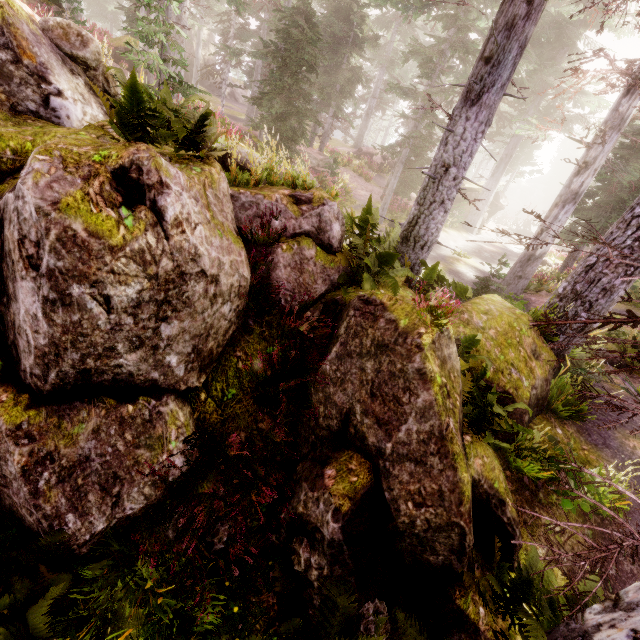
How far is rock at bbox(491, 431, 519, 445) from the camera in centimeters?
596cm

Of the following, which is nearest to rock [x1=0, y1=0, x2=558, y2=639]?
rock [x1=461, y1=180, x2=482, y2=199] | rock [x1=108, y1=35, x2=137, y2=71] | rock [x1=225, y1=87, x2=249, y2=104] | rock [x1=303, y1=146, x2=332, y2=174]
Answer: rock [x1=108, y1=35, x2=137, y2=71]

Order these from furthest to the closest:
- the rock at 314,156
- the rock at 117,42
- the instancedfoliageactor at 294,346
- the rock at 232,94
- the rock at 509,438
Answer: the rock at 232,94 → the rock at 314,156 → the rock at 117,42 → the rock at 509,438 → the instancedfoliageactor at 294,346

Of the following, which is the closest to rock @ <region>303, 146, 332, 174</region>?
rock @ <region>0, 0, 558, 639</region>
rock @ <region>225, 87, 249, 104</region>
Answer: rock @ <region>0, 0, 558, 639</region>

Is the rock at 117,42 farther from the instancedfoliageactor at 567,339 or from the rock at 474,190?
the rock at 474,190

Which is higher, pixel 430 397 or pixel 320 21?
pixel 320 21

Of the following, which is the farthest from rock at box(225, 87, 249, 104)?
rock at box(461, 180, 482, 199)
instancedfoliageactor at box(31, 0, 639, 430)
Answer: rock at box(461, 180, 482, 199)

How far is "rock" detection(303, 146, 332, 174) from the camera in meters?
22.5
